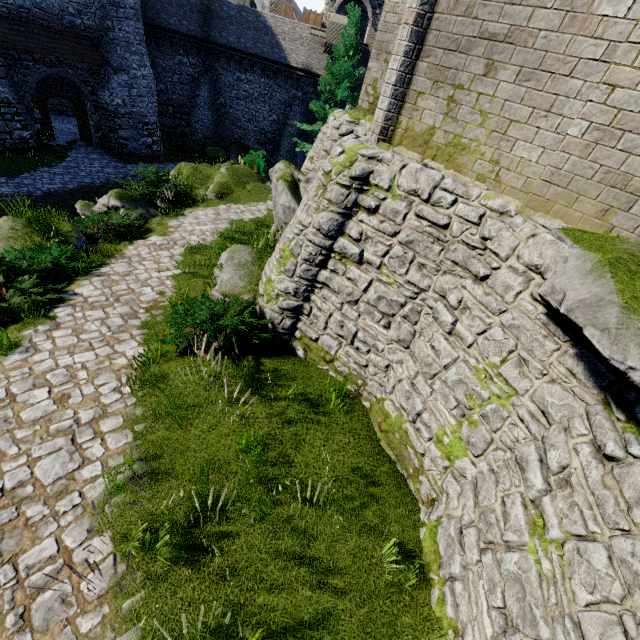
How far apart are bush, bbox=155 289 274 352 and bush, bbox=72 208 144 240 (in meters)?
5.21

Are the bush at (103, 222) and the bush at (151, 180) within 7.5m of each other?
yes

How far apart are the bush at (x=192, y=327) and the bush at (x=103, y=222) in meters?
5.2

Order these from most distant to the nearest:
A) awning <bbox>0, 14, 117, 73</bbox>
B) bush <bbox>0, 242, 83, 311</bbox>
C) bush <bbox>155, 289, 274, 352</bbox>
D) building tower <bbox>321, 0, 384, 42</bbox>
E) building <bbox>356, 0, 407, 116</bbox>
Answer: building tower <bbox>321, 0, 384, 42</bbox> < awning <bbox>0, 14, 117, 73</bbox> < building <bbox>356, 0, 407, 116</bbox> < bush <bbox>0, 242, 83, 311</bbox> < bush <bbox>155, 289, 274, 352</bbox>

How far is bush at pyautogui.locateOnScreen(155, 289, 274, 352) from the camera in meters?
6.4 m

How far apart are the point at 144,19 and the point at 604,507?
34.4 meters

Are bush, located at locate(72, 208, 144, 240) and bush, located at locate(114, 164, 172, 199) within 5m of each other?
yes

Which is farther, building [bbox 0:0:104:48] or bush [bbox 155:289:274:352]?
building [bbox 0:0:104:48]
